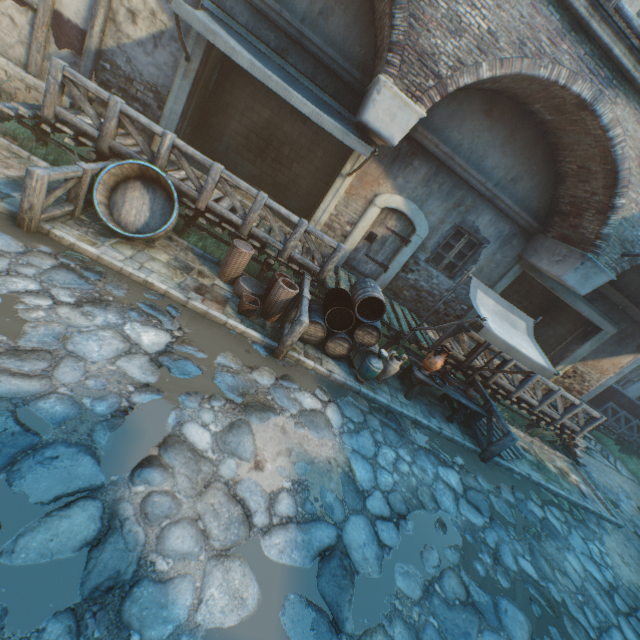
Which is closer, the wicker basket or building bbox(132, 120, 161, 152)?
the wicker basket

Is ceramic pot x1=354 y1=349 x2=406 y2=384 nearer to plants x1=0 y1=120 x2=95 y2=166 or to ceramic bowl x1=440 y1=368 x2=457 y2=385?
ceramic bowl x1=440 y1=368 x2=457 y2=385

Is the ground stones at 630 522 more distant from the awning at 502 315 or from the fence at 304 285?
the fence at 304 285

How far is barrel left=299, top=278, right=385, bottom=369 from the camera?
6.62m

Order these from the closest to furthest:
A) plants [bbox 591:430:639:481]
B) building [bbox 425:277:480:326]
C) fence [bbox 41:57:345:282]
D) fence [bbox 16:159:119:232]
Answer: fence [bbox 16:159:119:232] → fence [bbox 41:57:345:282] → building [bbox 425:277:480:326] → plants [bbox 591:430:639:481]

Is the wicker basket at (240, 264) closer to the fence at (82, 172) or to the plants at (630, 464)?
the fence at (82, 172)

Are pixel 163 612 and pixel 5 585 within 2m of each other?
yes

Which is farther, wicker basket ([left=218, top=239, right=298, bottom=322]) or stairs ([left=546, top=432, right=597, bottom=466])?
stairs ([left=546, top=432, right=597, bottom=466])
